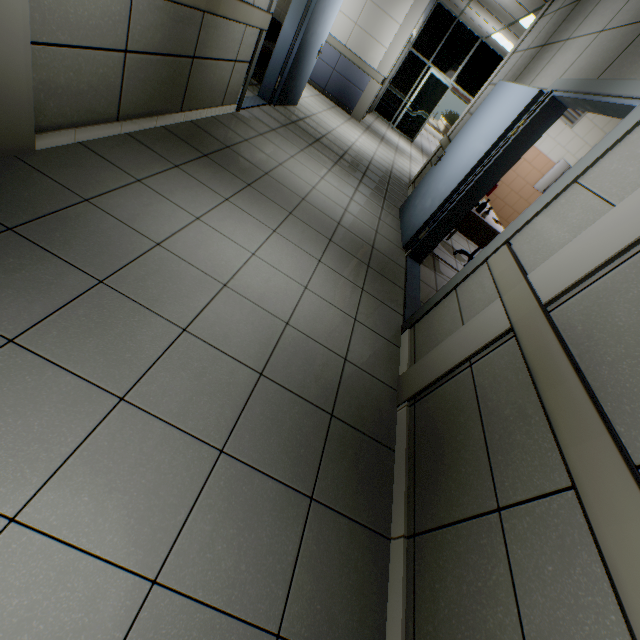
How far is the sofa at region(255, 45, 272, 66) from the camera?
5.1 meters

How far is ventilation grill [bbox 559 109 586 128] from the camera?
5.59m

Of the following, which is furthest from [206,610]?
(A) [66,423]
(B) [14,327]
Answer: (B) [14,327]

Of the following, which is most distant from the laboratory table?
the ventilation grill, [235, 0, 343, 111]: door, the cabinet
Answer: [235, 0, 343, 111]: door

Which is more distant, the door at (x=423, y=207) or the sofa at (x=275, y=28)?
the sofa at (x=275, y=28)

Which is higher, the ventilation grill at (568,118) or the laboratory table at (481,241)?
the ventilation grill at (568,118)

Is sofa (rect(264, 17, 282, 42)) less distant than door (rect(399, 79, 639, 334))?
No
